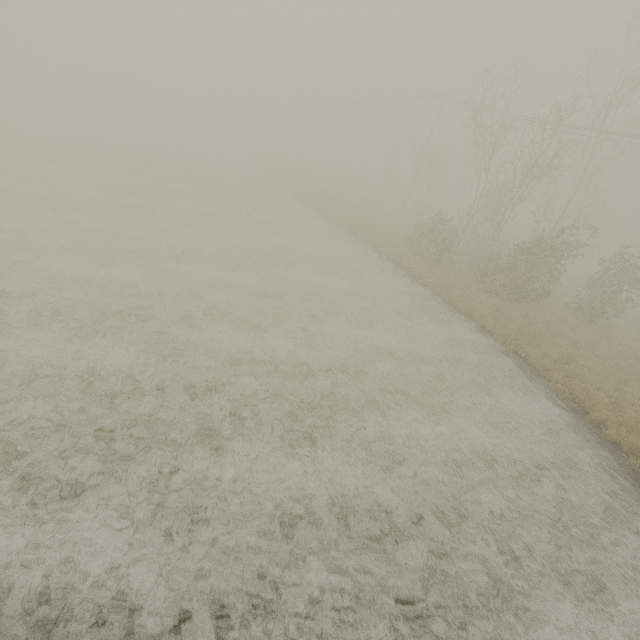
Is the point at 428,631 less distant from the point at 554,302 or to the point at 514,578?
the point at 514,578
